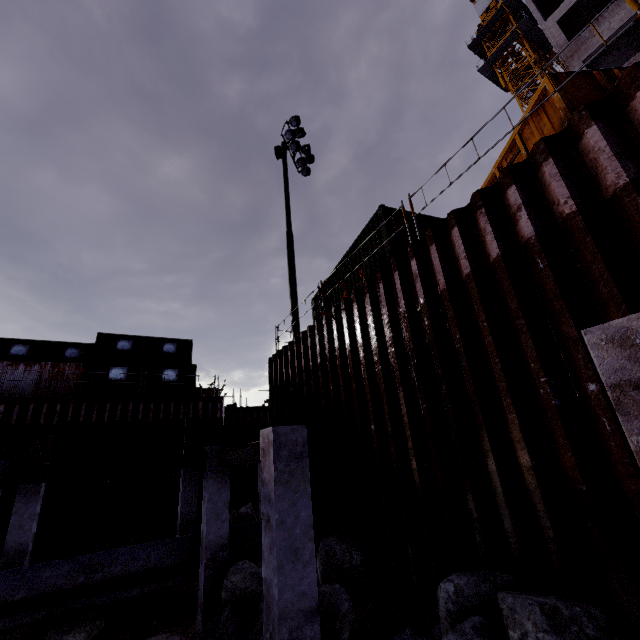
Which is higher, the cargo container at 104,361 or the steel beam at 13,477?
the cargo container at 104,361

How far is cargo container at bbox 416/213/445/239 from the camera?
9.3m

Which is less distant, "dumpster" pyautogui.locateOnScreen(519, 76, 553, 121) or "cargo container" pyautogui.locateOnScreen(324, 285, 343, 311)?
"dumpster" pyautogui.locateOnScreen(519, 76, 553, 121)

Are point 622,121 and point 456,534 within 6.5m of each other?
yes

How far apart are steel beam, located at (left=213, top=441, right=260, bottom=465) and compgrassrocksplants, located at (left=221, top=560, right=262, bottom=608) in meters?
2.2

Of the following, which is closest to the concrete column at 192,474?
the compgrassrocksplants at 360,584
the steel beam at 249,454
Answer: the steel beam at 249,454

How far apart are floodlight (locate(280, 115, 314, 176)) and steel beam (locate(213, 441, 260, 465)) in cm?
1450
